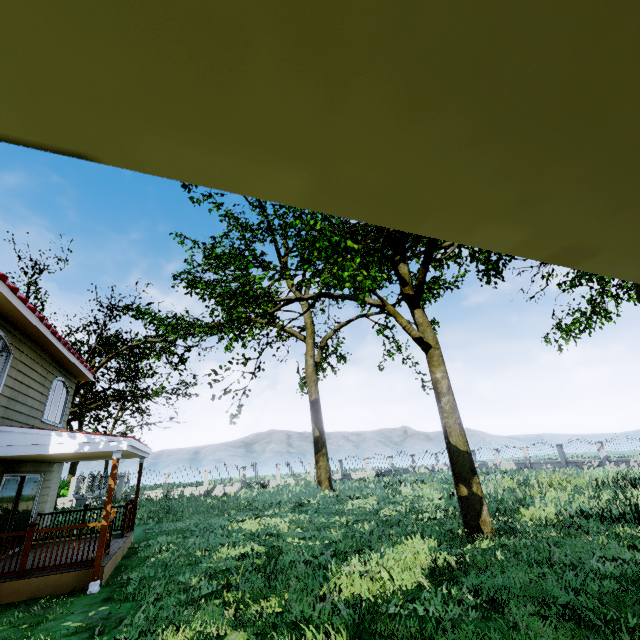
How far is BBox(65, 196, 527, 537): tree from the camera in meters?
9.6

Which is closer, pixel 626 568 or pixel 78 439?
pixel 626 568

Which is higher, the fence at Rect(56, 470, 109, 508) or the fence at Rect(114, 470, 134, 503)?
the fence at Rect(114, 470, 134, 503)

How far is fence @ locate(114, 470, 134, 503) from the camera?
25.23m

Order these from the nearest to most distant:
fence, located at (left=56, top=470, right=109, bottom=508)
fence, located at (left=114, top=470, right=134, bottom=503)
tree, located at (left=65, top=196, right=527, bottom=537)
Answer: tree, located at (left=65, top=196, right=527, bottom=537)
fence, located at (left=56, top=470, right=109, bottom=508)
fence, located at (left=114, top=470, right=134, bottom=503)

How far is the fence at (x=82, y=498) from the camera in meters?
24.1 m
